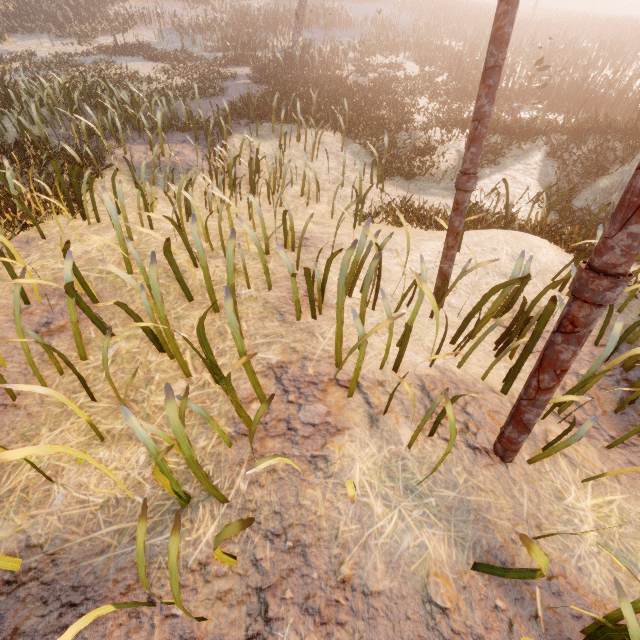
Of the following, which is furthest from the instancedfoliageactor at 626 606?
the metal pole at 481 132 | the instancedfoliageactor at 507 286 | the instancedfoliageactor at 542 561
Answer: the metal pole at 481 132

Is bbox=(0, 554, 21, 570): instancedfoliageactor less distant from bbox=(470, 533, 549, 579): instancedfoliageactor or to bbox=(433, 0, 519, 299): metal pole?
bbox=(470, 533, 549, 579): instancedfoliageactor

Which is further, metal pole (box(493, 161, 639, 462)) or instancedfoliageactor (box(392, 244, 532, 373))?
instancedfoliageactor (box(392, 244, 532, 373))

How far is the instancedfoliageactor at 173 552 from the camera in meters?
1.3 m

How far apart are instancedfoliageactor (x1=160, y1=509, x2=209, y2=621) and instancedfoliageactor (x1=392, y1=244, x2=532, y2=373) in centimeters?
263cm

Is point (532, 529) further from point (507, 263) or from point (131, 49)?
point (131, 49)

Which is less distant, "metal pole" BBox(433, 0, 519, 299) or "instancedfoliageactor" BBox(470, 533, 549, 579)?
"instancedfoliageactor" BBox(470, 533, 549, 579)

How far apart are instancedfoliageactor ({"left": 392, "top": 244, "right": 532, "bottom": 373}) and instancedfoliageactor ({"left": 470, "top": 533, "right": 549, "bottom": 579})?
1.59m
